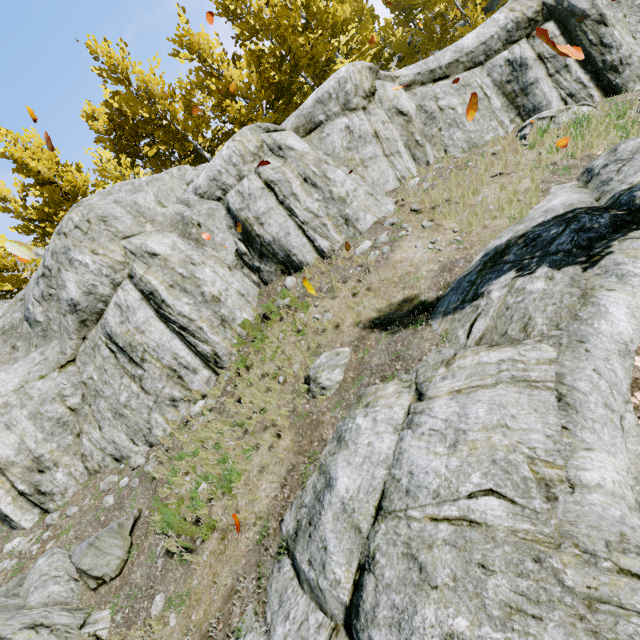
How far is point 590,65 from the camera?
10.1m

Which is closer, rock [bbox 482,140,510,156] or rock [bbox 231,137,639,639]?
rock [bbox 231,137,639,639]

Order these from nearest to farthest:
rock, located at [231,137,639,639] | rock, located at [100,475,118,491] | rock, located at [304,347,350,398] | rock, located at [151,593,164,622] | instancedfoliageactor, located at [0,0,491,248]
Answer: rock, located at [231,137,639,639] < rock, located at [151,593,164,622] < rock, located at [304,347,350,398] < rock, located at [100,475,118,491] < instancedfoliageactor, located at [0,0,491,248]

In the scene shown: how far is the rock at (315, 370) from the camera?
6.7m

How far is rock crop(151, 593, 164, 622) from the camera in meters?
5.7 m

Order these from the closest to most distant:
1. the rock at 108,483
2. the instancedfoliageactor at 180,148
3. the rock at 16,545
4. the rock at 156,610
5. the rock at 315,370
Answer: the rock at 156,610, the rock at 315,370, the rock at 16,545, the rock at 108,483, the instancedfoliageactor at 180,148

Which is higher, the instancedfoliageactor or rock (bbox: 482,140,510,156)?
the instancedfoliageactor
